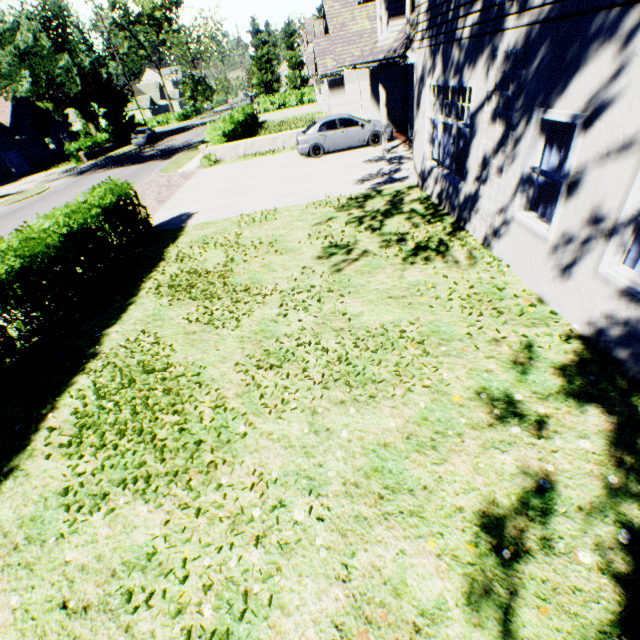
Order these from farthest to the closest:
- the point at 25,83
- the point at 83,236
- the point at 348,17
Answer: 1. the point at 25,83
2. the point at 348,17
3. the point at 83,236

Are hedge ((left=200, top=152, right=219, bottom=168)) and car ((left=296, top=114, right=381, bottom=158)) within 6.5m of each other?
yes

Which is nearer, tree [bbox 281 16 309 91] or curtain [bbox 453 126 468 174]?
curtain [bbox 453 126 468 174]

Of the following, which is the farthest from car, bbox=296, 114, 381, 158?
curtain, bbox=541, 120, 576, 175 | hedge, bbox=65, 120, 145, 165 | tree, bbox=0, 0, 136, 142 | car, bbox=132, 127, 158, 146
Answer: car, bbox=132, 127, 158, 146

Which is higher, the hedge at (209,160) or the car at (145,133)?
the car at (145,133)

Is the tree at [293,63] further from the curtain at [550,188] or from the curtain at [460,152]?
the curtain at [460,152]

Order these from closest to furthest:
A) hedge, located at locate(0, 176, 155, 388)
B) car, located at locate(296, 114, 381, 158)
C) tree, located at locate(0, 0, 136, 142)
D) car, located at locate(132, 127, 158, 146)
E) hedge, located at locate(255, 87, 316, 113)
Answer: hedge, located at locate(0, 176, 155, 388) < car, located at locate(296, 114, 381, 158) < tree, located at locate(0, 0, 136, 142) < car, located at locate(132, 127, 158, 146) < hedge, located at locate(255, 87, 316, 113)
